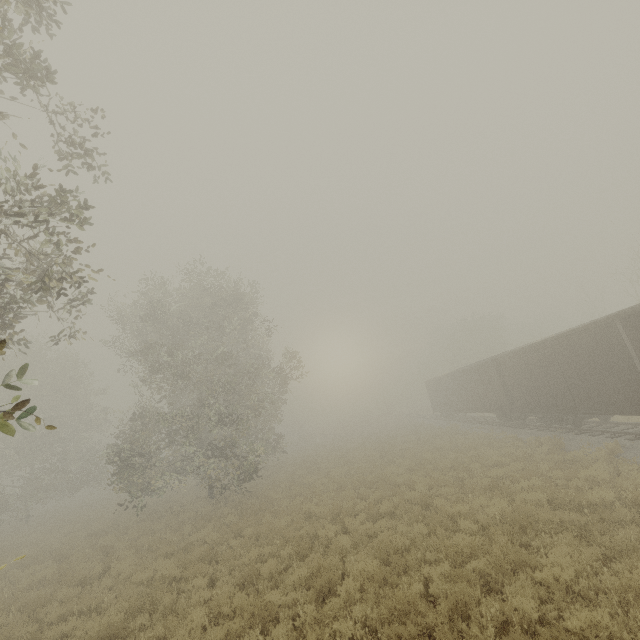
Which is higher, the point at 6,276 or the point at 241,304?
the point at 241,304

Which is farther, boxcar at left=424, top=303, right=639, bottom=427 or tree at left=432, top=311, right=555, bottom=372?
tree at left=432, top=311, right=555, bottom=372

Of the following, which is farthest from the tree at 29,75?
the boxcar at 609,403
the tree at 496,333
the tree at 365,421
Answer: the tree at 365,421

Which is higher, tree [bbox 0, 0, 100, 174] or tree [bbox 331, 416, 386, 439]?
tree [bbox 0, 0, 100, 174]

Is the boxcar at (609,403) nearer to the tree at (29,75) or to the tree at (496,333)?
the tree at (496,333)

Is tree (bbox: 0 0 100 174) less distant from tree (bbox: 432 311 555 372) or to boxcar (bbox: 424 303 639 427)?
boxcar (bbox: 424 303 639 427)

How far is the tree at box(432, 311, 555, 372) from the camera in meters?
45.8 m

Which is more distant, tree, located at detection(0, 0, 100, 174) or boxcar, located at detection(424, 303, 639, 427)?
boxcar, located at detection(424, 303, 639, 427)
